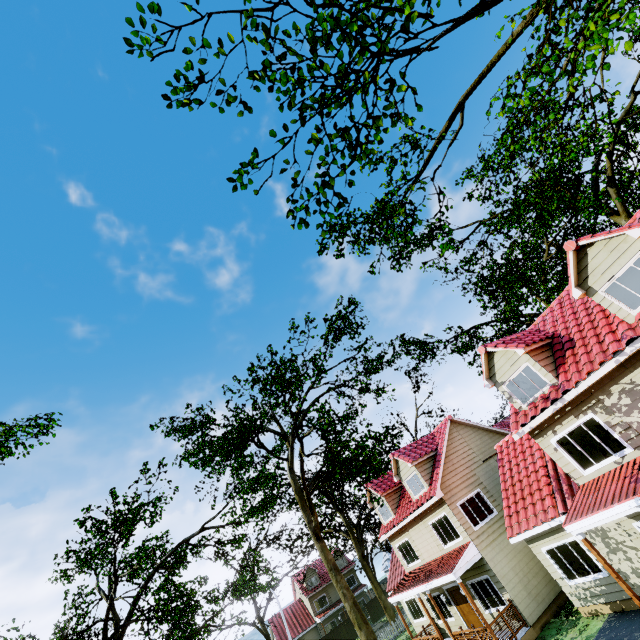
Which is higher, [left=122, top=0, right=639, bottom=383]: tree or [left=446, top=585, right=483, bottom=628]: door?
[left=122, top=0, right=639, bottom=383]: tree

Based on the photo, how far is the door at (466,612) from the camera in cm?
1680

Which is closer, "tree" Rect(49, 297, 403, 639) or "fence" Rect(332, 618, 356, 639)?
"tree" Rect(49, 297, 403, 639)

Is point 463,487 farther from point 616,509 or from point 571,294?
point 571,294

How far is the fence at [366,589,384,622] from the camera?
41.6 meters

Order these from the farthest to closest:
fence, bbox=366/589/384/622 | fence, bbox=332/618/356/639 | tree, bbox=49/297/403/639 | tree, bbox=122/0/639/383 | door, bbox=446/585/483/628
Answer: fence, bbox=366/589/384/622, fence, bbox=332/618/356/639, door, bbox=446/585/483/628, tree, bbox=49/297/403/639, tree, bbox=122/0/639/383

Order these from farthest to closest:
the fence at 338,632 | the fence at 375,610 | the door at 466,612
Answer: the fence at 375,610 < the fence at 338,632 < the door at 466,612

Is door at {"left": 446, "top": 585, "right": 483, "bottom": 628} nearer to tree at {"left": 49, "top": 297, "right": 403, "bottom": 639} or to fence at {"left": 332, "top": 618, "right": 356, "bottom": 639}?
fence at {"left": 332, "top": 618, "right": 356, "bottom": 639}
